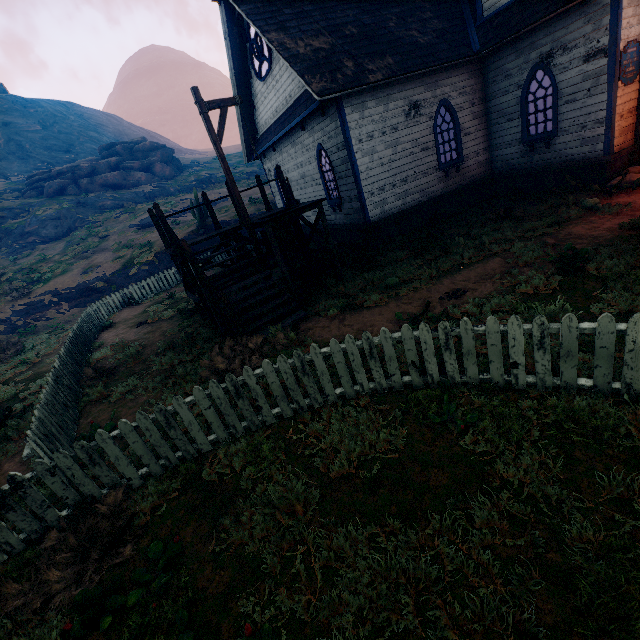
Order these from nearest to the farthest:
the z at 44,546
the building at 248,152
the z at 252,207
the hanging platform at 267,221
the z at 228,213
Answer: the z at 44,546, the hanging platform at 267,221, the building at 248,152, the z at 228,213, the z at 252,207

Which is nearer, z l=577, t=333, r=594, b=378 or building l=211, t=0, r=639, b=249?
z l=577, t=333, r=594, b=378

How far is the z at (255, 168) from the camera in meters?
36.9 m

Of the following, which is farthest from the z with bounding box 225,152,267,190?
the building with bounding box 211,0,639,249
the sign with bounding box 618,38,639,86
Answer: the sign with bounding box 618,38,639,86

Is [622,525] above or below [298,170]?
below

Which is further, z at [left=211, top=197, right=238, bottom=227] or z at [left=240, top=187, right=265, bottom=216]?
z at [left=240, top=187, right=265, bottom=216]

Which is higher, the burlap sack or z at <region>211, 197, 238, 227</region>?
z at <region>211, 197, 238, 227</region>

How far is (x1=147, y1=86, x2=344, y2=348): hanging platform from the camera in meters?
7.5
